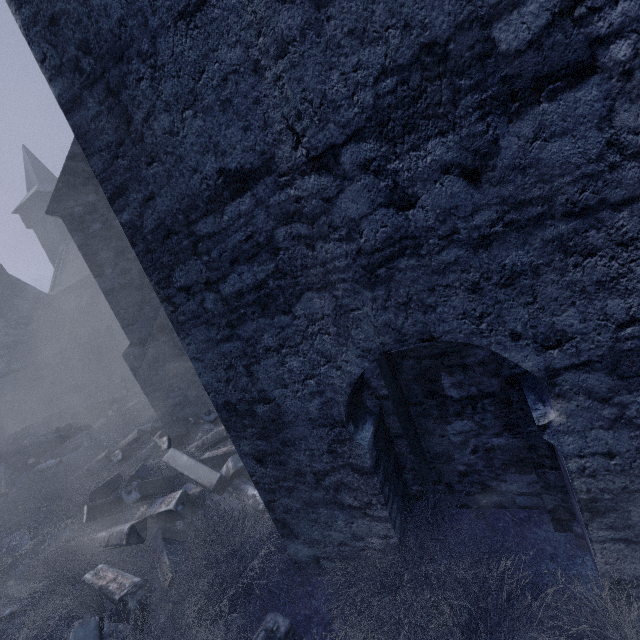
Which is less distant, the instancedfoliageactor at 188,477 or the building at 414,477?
the building at 414,477

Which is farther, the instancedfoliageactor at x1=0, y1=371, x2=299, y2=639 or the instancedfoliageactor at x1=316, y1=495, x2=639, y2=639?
the instancedfoliageactor at x1=0, y1=371, x2=299, y2=639

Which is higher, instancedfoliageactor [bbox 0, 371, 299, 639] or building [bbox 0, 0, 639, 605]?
building [bbox 0, 0, 639, 605]

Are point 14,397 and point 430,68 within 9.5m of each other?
no

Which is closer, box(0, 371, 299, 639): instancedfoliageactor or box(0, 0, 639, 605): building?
box(0, 0, 639, 605): building

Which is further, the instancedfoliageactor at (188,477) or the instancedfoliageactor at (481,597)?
the instancedfoliageactor at (188,477)
